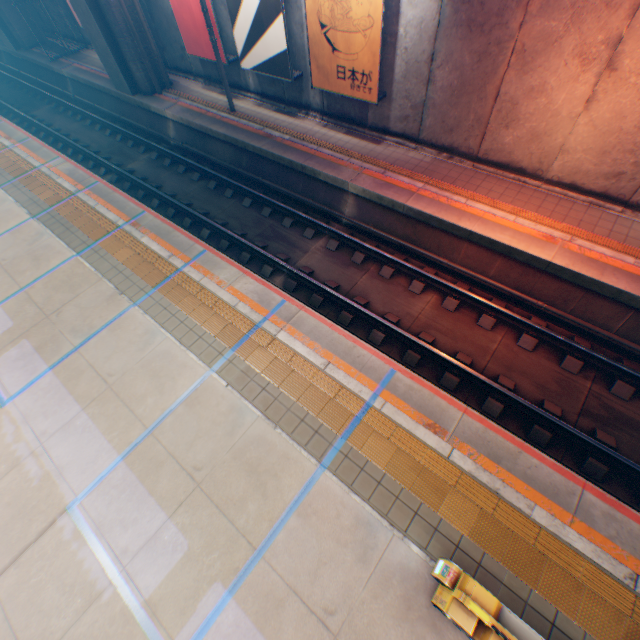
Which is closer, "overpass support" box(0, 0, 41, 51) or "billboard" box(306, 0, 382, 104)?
"billboard" box(306, 0, 382, 104)

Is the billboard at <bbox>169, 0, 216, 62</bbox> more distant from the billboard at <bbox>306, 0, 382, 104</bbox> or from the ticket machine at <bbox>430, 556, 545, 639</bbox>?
the ticket machine at <bbox>430, 556, 545, 639</bbox>

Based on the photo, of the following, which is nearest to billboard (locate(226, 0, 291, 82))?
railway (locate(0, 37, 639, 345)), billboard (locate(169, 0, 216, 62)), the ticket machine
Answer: billboard (locate(169, 0, 216, 62))

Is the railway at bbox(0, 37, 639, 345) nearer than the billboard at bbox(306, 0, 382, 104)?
Yes

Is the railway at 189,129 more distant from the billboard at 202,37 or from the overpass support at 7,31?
the billboard at 202,37

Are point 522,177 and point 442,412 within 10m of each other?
yes

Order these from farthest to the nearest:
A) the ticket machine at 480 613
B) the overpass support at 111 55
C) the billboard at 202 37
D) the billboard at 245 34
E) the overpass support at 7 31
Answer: the overpass support at 7 31 < the overpass support at 111 55 < the billboard at 202 37 < the billboard at 245 34 < the ticket machine at 480 613

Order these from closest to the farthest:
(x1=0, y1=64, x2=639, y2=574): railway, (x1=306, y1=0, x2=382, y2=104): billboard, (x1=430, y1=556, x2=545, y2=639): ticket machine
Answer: (x1=430, y1=556, x2=545, y2=639): ticket machine < (x1=0, y1=64, x2=639, y2=574): railway < (x1=306, y1=0, x2=382, y2=104): billboard
